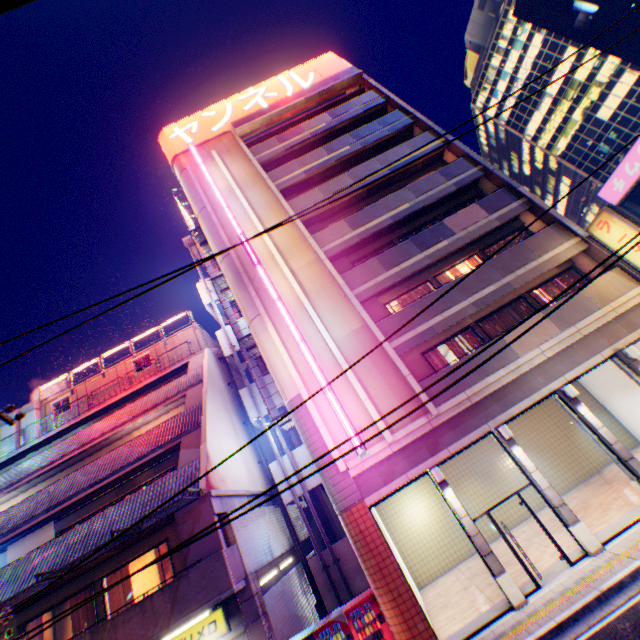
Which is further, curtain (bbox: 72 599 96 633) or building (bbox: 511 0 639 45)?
building (bbox: 511 0 639 45)

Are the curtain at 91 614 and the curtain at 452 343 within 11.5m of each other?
no

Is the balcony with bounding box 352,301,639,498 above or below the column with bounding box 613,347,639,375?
above

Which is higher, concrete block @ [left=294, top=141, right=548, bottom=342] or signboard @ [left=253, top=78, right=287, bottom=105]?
signboard @ [left=253, top=78, right=287, bottom=105]

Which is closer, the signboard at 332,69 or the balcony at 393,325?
the balcony at 393,325

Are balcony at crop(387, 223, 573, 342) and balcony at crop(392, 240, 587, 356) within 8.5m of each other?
yes

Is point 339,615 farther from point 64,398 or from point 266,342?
point 64,398

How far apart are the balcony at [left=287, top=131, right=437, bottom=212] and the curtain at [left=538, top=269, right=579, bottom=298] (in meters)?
10.18
